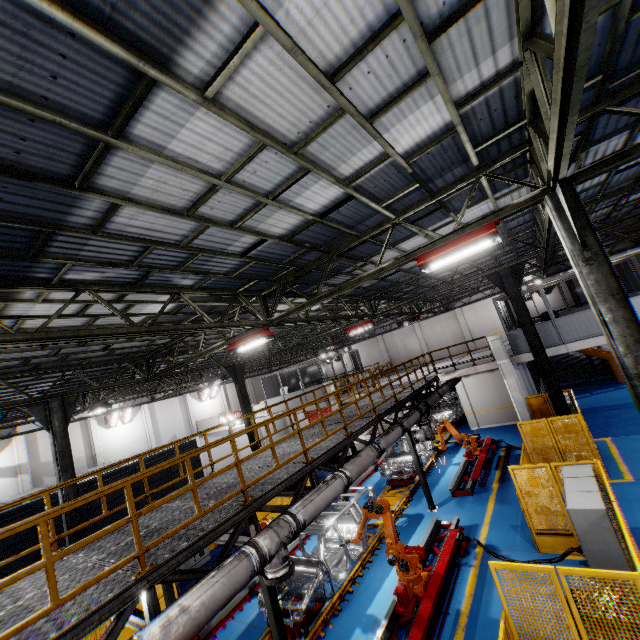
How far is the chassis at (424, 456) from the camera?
15.3m

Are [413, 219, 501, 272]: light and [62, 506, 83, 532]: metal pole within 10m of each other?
no

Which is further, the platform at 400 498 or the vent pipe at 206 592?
the platform at 400 498

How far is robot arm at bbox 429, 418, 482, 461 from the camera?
14.9m

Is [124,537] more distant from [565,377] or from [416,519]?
[565,377]

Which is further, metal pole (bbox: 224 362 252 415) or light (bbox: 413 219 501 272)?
metal pole (bbox: 224 362 252 415)

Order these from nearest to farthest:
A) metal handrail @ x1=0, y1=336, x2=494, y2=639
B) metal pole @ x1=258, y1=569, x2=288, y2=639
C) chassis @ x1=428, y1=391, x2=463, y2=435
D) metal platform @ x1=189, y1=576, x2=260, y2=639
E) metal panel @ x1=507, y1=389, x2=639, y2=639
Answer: metal handrail @ x1=0, y1=336, x2=494, y2=639 < metal panel @ x1=507, y1=389, x2=639, y2=639 < metal pole @ x1=258, y1=569, x2=288, y2=639 < metal platform @ x1=189, y1=576, x2=260, y2=639 < chassis @ x1=428, y1=391, x2=463, y2=435

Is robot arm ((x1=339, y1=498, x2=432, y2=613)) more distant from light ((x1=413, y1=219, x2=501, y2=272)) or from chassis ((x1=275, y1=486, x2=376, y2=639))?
light ((x1=413, y1=219, x2=501, y2=272))
